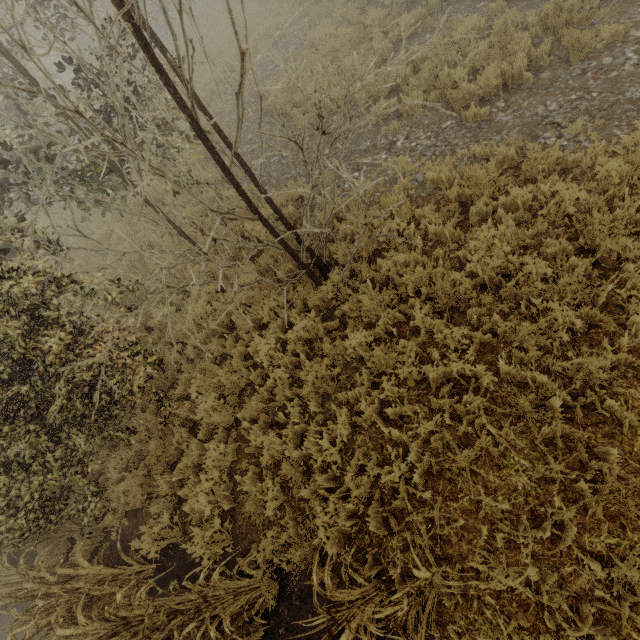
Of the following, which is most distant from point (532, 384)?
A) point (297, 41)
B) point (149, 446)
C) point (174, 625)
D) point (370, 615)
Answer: point (297, 41)
